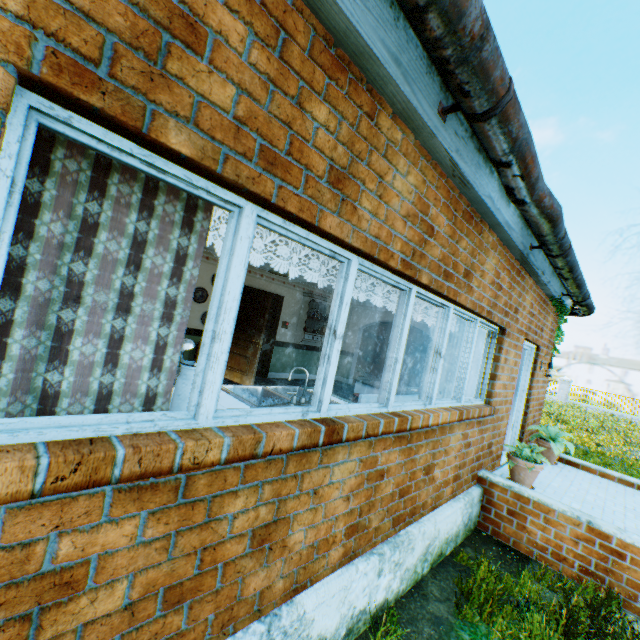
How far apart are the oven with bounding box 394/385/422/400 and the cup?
1.64m

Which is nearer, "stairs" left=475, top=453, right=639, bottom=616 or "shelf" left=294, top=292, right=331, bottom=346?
"stairs" left=475, top=453, right=639, bottom=616

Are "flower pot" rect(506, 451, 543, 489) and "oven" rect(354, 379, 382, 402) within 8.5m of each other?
yes

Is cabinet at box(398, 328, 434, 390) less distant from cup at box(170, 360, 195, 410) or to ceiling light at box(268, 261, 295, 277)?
ceiling light at box(268, 261, 295, 277)

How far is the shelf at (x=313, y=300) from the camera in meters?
9.8

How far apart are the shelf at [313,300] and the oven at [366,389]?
5.6m

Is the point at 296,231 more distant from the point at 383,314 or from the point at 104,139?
the point at 383,314

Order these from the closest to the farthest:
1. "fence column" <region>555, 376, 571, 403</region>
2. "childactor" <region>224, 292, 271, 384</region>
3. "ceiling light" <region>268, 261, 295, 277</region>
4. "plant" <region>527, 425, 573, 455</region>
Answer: "ceiling light" <region>268, 261, 295, 277</region> → "plant" <region>527, 425, 573, 455</region> → "childactor" <region>224, 292, 271, 384</region> → "fence column" <region>555, 376, 571, 403</region>
